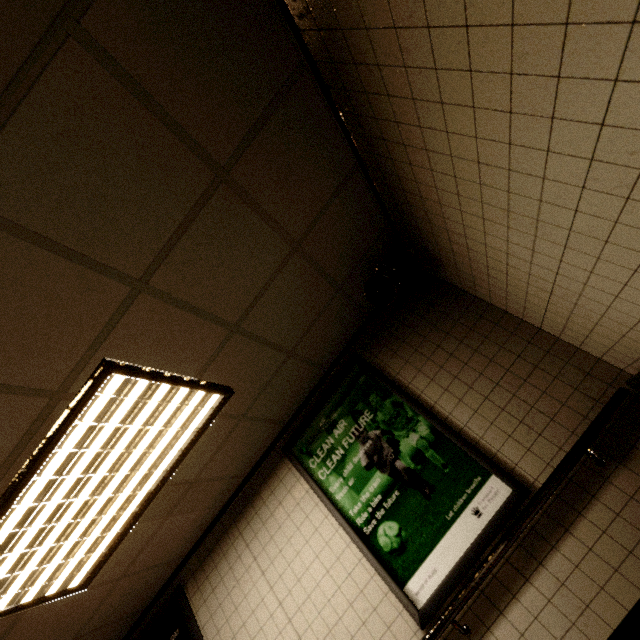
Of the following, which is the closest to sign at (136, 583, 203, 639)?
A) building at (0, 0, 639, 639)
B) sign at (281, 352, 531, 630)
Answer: building at (0, 0, 639, 639)

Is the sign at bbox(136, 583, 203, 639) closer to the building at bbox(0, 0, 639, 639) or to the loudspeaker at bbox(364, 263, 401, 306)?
the building at bbox(0, 0, 639, 639)

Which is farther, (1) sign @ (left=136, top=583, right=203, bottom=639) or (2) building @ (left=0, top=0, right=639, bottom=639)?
(1) sign @ (left=136, top=583, right=203, bottom=639)

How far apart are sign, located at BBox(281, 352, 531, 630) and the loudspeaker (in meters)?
0.69

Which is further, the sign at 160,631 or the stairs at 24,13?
the sign at 160,631

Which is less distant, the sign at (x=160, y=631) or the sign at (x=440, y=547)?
the sign at (x=440, y=547)

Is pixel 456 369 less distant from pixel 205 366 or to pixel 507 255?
pixel 507 255

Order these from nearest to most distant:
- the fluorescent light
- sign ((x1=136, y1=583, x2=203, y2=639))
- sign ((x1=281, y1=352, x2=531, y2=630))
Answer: the fluorescent light < sign ((x1=281, y1=352, x2=531, y2=630)) < sign ((x1=136, y1=583, x2=203, y2=639))
